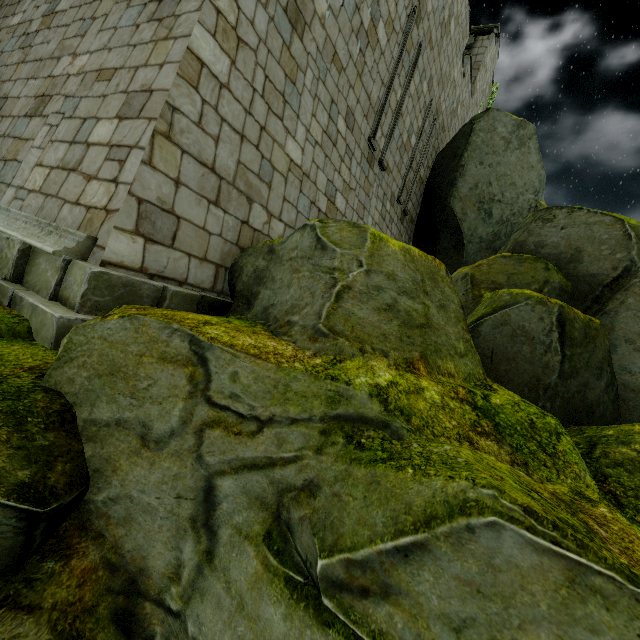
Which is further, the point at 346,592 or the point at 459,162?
the point at 459,162

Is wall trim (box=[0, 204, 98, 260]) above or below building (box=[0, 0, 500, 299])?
below

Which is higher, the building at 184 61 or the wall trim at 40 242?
the building at 184 61

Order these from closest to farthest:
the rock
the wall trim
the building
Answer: the rock → the wall trim → the building

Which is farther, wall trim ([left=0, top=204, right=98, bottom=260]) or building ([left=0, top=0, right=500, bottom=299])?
building ([left=0, top=0, right=500, bottom=299])

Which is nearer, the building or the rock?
the rock

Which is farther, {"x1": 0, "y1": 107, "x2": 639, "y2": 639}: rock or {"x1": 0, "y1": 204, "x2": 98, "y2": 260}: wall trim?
{"x1": 0, "y1": 204, "x2": 98, "y2": 260}: wall trim

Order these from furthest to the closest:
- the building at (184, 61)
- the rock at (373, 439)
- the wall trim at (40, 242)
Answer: the building at (184, 61), the wall trim at (40, 242), the rock at (373, 439)
